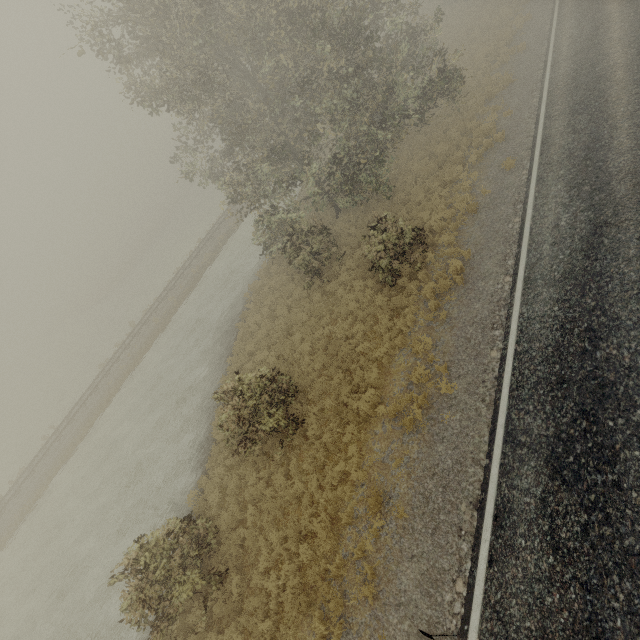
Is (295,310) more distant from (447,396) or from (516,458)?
(516,458)
